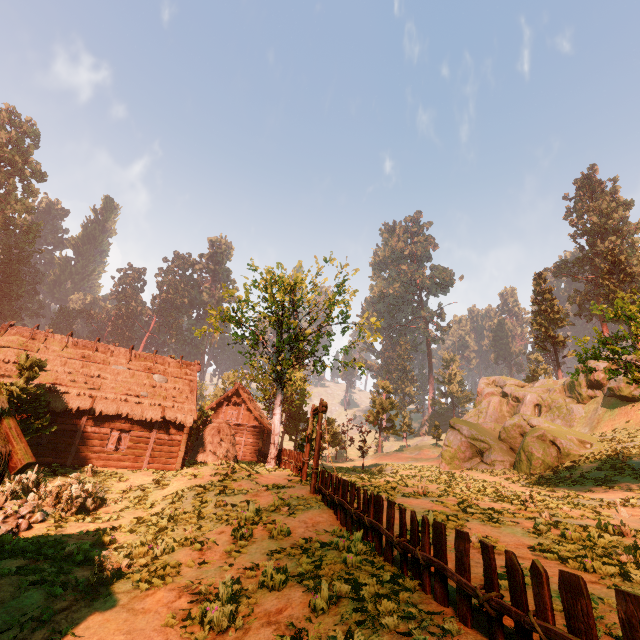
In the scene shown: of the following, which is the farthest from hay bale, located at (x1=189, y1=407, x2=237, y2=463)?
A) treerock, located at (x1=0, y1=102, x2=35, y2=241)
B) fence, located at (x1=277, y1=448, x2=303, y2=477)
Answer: treerock, located at (x1=0, y1=102, x2=35, y2=241)

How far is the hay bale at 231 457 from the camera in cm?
2281

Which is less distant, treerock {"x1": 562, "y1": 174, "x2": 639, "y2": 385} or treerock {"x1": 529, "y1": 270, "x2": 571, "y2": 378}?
treerock {"x1": 562, "y1": 174, "x2": 639, "y2": 385}

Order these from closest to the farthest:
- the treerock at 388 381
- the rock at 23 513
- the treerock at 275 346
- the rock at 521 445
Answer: the rock at 23 513 → the treerock at 275 346 → the rock at 521 445 → the treerock at 388 381

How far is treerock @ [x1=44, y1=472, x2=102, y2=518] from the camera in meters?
13.2 m

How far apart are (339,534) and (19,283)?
74.40m

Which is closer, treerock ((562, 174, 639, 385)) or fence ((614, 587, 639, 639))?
fence ((614, 587, 639, 639))

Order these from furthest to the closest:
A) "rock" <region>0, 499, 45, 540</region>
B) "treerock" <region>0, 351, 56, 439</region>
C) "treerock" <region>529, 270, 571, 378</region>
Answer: "treerock" <region>529, 270, 571, 378</region>, "treerock" <region>0, 351, 56, 439</region>, "rock" <region>0, 499, 45, 540</region>
